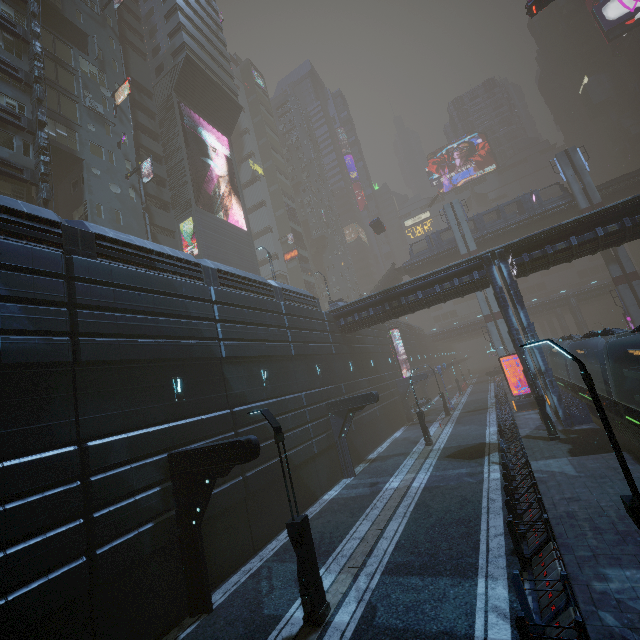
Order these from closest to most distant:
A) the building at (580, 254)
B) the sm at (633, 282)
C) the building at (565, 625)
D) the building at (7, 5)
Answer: the building at (565, 625) → the building at (580, 254) → the building at (7, 5) → the sm at (633, 282)

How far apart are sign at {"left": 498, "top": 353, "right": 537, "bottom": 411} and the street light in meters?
25.0 m

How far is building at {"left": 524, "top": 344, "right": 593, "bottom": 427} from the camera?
19.6m

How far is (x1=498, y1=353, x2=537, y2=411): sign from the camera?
26.94m

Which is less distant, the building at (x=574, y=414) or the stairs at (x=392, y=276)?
the building at (x=574, y=414)

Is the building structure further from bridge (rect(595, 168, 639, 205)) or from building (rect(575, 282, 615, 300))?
bridge (rect(595, 168, 639, 205))

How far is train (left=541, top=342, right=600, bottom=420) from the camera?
19.7m

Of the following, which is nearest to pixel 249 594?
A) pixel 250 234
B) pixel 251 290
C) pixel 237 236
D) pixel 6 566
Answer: pixel 6 566
